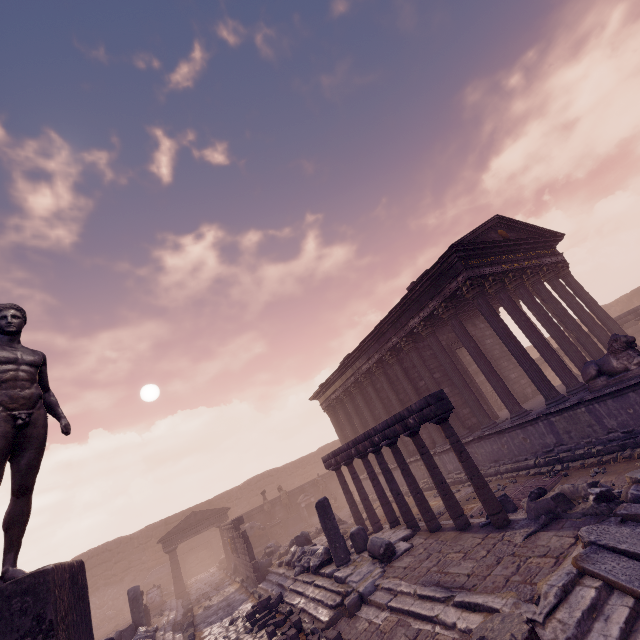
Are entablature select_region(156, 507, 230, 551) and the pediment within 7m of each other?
yes

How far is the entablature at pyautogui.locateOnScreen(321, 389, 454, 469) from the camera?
7.9 meters

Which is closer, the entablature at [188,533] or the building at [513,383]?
the building at [513,383]

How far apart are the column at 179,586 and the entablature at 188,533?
0.01m

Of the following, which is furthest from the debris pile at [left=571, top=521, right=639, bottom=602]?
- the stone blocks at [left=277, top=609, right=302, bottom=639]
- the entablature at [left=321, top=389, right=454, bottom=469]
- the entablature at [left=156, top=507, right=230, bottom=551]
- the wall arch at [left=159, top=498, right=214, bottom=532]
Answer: the wall arch at [left=159, top=498, right=214, bottom=532]

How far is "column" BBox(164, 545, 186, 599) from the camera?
19.6 meters

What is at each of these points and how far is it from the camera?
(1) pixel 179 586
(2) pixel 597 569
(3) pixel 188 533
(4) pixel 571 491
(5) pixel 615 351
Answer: (1) column, 19.72m
(2) debris pile, 4.34m
(3) entablature, 21.34m
(4) debris pile, 6.80m
(5) sculpture, 8.55m

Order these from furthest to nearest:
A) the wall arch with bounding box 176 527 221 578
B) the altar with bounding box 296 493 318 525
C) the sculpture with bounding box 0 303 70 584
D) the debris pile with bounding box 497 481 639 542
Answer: the wall arch with bounding box 176 527 221 578 < the altar with bounding box 296 493 318 525 < the debris pile with bounding box 497 481 639 542 < the sculpture with bounding box 0 303 70 584
